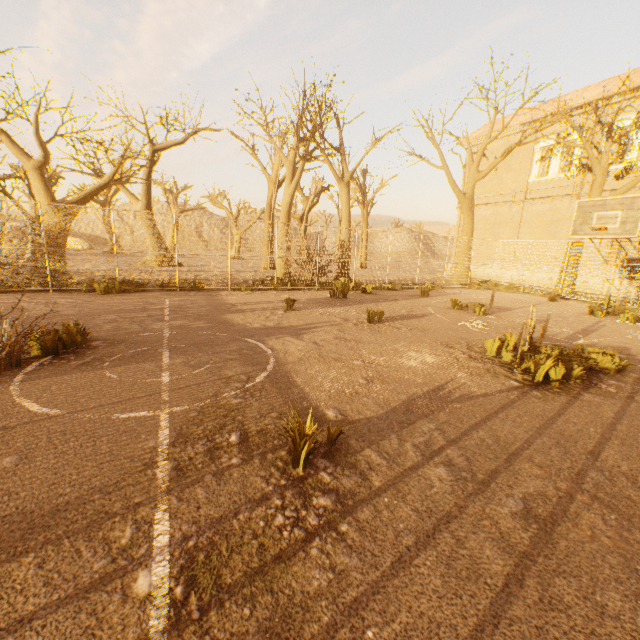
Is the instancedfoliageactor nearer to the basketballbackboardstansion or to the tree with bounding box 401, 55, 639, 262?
the basketballbackboardstansion

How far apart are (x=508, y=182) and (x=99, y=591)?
29.4m

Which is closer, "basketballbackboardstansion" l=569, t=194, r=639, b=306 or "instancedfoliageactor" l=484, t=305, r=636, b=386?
"instancedfoliageactor" l=484, t=305, r=636, b=386

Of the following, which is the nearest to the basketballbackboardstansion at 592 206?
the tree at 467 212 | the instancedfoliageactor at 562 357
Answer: the tree at 467 212

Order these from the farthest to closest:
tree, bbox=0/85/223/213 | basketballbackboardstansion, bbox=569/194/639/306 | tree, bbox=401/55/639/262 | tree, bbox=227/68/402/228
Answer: tree, bbox=227/68/402/228 < tree, bbox=401/55/639/262 < tree, bbox=0/85/223/213 < basketballbackboardstansion, bbox=569/194/639/306

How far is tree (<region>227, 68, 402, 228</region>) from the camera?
16.00m

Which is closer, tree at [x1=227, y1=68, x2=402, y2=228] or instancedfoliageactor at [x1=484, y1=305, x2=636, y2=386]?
instancedfoliageactor at [x1=484, y1=305, x2=636, y2=386]

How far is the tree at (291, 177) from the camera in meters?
16.0
